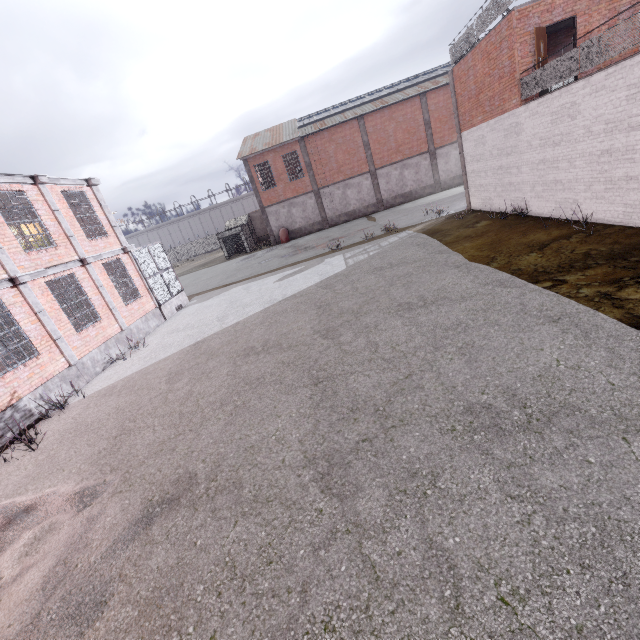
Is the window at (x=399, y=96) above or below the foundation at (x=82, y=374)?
above

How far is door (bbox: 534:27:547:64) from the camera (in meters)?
11.03

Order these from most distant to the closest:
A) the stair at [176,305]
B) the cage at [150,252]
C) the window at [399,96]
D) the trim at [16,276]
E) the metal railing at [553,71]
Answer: the window at [399,96], the stair at [176,305], the cage at [150,252], the trim at [16,276], the metal railing at [553,71]

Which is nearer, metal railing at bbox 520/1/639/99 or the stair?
metal railing at bbox 520/1/639/99

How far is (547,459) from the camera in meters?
3.6 m

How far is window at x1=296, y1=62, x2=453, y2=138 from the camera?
29.7 meters

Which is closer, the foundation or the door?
the foundation

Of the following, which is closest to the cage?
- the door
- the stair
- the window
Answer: the stair
